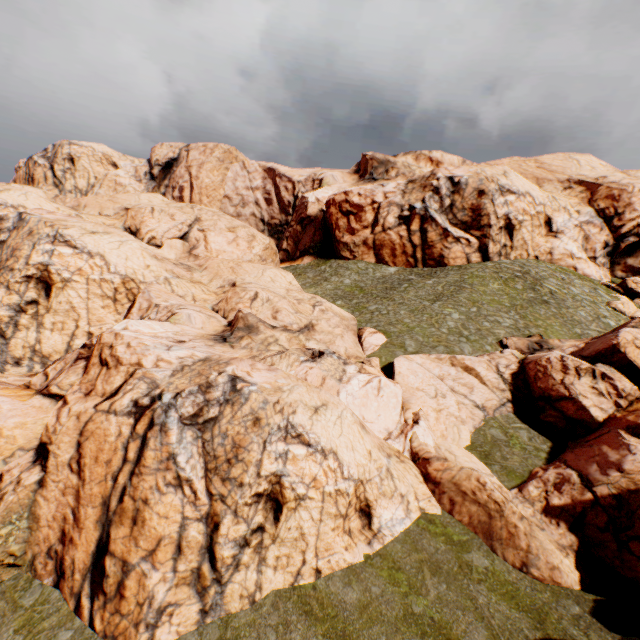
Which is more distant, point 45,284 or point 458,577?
point 45,284
